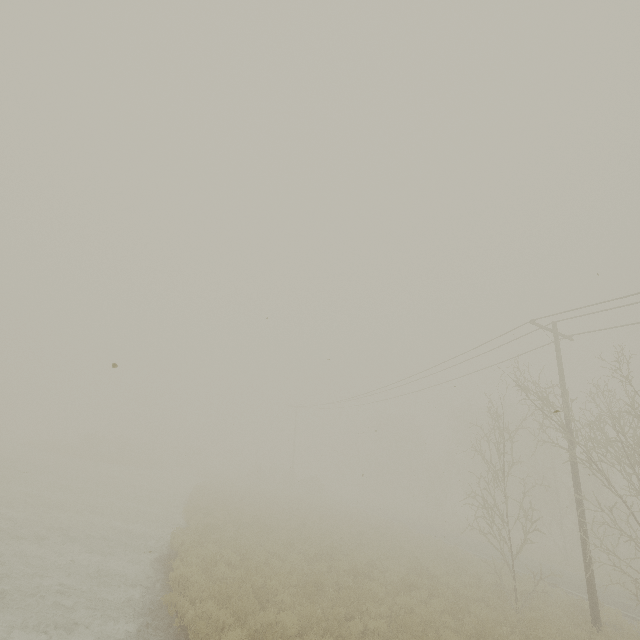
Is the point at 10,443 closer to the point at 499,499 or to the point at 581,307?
the point at 581,307
